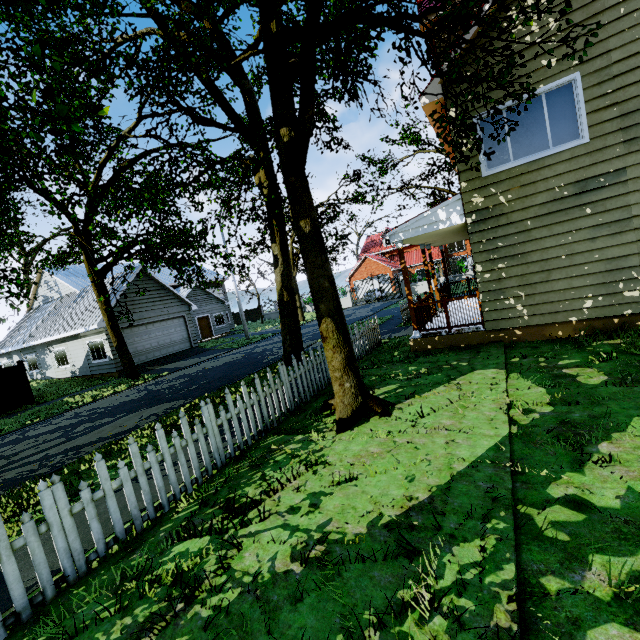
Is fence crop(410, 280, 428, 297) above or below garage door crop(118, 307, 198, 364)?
below

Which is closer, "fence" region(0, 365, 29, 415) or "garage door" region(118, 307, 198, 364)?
"fence" region(0, 365, 29, 415)

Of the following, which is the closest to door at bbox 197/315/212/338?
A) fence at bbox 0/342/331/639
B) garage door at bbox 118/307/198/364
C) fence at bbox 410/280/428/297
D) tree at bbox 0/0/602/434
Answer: tree at bbox 0/0/602/434

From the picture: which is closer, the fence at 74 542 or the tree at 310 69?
the fence at 74 542

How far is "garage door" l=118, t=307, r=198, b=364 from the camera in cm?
2006

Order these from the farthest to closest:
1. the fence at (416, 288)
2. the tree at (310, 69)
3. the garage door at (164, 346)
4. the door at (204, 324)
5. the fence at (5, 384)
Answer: the fence at (416, 288)
the door at (204, 324)
the garage door at (164, 346)
the fence at (5, 384)
the tree at (310, 69)

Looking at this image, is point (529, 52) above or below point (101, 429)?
above
